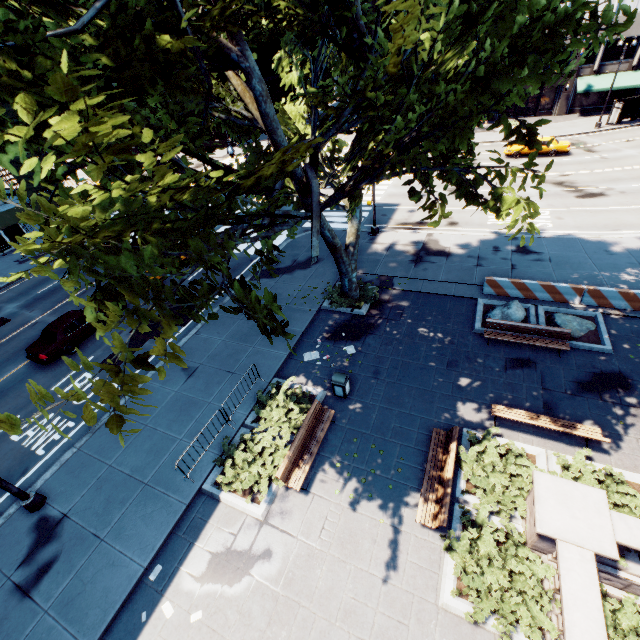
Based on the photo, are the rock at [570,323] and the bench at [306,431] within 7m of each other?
no

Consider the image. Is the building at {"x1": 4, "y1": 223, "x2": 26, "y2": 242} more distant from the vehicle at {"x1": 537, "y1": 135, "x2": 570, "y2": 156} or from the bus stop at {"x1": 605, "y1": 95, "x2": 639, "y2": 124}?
the bus stop at {"x1": 605, "y1": 95, "x2": 639, "y2": 124}

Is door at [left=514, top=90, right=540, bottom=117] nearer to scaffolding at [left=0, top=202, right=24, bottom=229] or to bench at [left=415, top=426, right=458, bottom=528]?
bench at [left=415, top=426, right=458, bottom=528]

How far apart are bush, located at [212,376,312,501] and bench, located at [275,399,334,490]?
0.1 meters

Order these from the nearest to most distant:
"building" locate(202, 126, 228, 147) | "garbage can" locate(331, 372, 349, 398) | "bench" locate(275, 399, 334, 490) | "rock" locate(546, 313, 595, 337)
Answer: "bench" locate(275, 399, 334, 490) → "garbage can" locate(331, 372, 349, 398) → "rock" locate(546, 313, 595, 337) → "building" locate(202, 126, 228, 147)

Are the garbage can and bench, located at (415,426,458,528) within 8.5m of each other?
yes

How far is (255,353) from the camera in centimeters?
1506cm

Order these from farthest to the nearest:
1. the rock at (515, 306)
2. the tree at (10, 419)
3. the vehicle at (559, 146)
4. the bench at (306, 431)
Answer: Answer:
1. the vehicle at (559, 146)
2. the rock at (515, 306)
3. the bench at (306, 431)
4. the tree at (10, 419)
